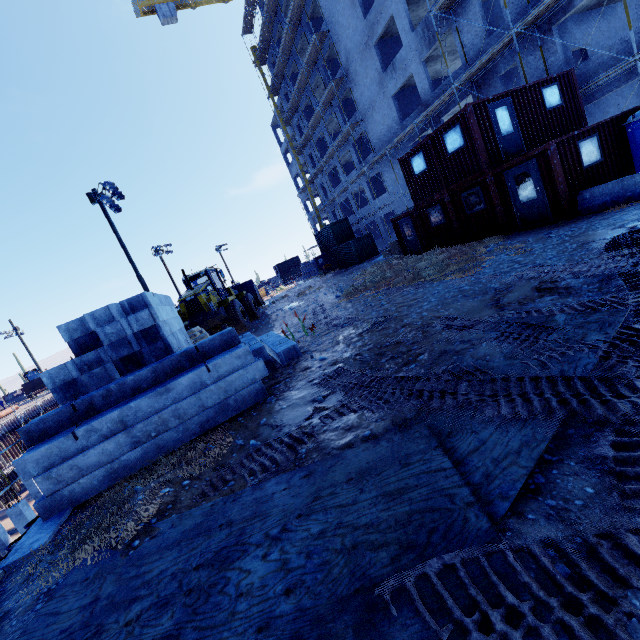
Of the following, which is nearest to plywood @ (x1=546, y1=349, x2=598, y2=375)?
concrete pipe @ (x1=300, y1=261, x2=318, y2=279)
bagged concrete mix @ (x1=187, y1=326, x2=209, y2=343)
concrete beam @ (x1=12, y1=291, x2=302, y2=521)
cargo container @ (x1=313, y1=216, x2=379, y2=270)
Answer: concrete beam @ (x1=12, y1=291, x2=302, y2=521)

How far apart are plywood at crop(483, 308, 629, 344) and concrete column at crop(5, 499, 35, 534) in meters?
22.7 m

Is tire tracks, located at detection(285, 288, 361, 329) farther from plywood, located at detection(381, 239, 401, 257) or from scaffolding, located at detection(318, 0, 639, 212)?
scaffolding, located at detection(318, 0, 639, 212)

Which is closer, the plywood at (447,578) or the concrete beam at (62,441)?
the plywood at (447,578)

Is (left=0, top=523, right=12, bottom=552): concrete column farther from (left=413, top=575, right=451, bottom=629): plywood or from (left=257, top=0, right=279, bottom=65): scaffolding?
(left=257, top=0, right=279, bottom=65): scaffolding

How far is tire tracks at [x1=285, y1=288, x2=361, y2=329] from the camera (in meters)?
Result: 9.78

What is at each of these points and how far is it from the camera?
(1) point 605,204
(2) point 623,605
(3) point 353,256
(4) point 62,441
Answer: (1) barrier, 9.9m
(2) tire tracks, 1.6m
(3) cargo container, 32.2m
(4) concrete beam, 5.3m

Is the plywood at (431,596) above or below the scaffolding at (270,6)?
below
